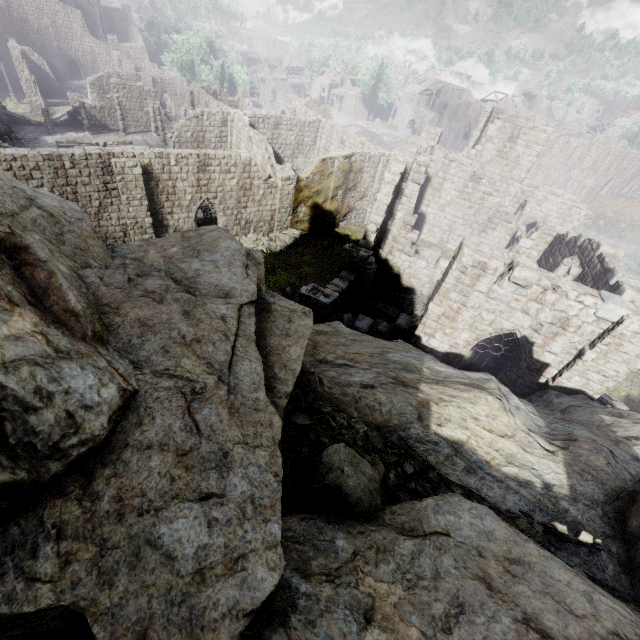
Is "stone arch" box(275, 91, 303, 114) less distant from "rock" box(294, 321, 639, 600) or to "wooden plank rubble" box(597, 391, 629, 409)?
"rock" box(294, 321, 639, 600)

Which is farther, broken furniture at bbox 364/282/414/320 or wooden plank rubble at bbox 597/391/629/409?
broken furniture at bbox 364/282/414/320

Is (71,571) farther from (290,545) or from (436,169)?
(436,169)

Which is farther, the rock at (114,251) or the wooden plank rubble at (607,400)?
the wooden plank rubble at (607,400)

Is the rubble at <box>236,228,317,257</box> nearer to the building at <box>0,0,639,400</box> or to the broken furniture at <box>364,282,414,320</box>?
the building at <box>0,0,639,400</box>

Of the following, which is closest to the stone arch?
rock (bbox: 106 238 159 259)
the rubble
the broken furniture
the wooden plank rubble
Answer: the rubble

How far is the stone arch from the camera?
51.5 meters

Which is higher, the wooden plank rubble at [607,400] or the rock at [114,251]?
the rock at [114,251]
